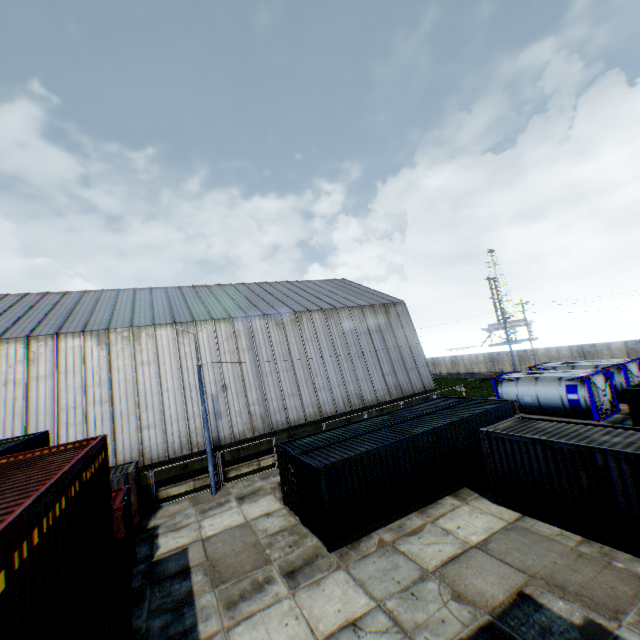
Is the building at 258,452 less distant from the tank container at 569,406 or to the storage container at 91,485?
the tank container at 569,406

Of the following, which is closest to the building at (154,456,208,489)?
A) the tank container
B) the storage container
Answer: the tank container

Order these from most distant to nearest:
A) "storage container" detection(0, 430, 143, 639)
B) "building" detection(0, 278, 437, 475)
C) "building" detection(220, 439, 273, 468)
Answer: "building" detection(220, 439, 273, 468) < "building" detection(0, 278, 437, 475) < "storage container" detection(0, 430, 143, 639)

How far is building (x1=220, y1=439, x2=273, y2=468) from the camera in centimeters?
2264cm

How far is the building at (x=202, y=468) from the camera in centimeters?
2073cm

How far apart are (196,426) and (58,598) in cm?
1943

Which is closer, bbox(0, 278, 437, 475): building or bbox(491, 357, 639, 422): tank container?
bbox(0, 278, 437, 475): building
